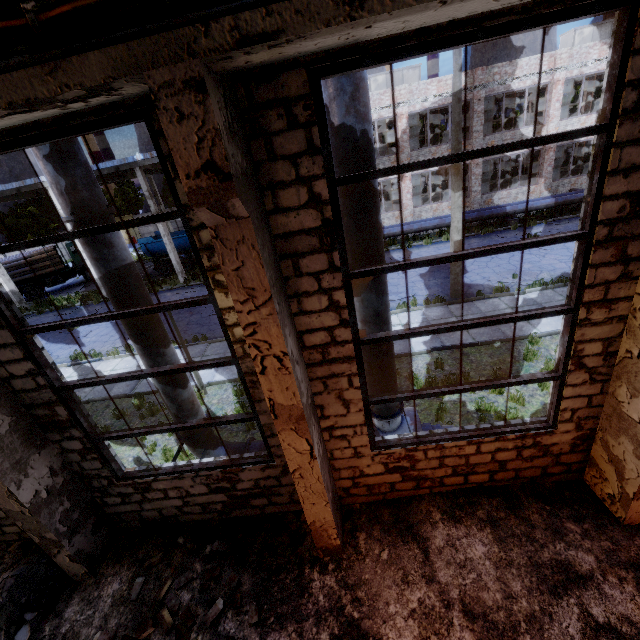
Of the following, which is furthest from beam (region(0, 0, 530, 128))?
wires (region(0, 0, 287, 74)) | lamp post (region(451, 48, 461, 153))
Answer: lamp post (region(451, 48, 461, 153))

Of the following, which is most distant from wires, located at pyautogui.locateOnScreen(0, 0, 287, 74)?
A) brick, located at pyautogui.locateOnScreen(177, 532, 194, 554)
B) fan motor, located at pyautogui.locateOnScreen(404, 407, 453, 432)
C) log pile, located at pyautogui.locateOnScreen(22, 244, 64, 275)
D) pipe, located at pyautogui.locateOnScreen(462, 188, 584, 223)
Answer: log pile, located at pyautogui.locateOnScreen(22, 244, 64, 275)

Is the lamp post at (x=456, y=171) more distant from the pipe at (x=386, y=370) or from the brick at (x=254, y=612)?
the brick at (x=254, y=612)

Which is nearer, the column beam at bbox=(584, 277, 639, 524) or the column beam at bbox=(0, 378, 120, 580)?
the column beam at bbox=(584, 277, 639, 524)

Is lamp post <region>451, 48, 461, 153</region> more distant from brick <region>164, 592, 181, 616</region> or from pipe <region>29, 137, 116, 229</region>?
brick <region>164, 592, 181, 616</region>

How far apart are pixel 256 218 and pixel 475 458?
5.06m

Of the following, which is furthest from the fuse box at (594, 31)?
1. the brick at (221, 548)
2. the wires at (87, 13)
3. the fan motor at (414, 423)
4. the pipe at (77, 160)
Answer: the brick at (221, 548)

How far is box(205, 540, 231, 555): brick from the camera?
5.5m
